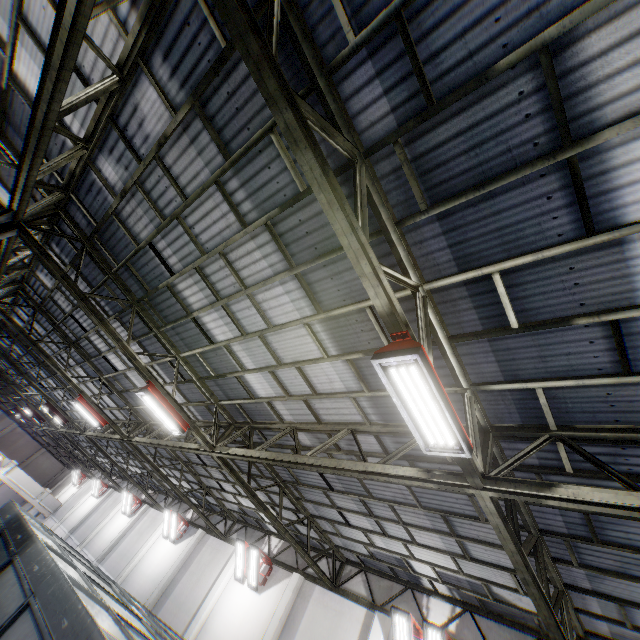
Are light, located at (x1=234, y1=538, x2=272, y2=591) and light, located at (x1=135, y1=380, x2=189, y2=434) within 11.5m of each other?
yes

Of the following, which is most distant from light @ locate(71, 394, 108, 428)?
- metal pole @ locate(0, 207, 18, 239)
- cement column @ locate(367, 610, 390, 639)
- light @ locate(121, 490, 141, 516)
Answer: light @ locate(121, 490, 141, 516)

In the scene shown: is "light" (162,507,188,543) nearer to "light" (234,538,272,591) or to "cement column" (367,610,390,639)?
"light" (234,538,272,591)

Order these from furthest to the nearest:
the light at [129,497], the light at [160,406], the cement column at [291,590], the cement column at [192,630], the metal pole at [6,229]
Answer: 1. the light at [129,497]
2. the cement column at [192,630]
3. the cement column at [291,590]
4. the light at [160,406]
5. the metal pole at [6,229]

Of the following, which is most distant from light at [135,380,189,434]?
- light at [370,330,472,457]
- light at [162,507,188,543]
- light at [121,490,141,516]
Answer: light at [121,490,141,516]

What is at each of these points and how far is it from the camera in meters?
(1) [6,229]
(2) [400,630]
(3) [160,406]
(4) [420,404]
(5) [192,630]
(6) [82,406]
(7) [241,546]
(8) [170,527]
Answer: (1) metal pole, 7.0 m
(2) light, 9.3 m
(3) light, 8.5 m
(4) light, 3.8 m
(5) cement column, 13.2 m
(6) light, 13.4 m
(7) light, 14.5 m
(8) light, 19.0 m

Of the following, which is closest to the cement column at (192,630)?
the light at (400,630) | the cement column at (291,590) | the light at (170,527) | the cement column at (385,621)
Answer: the cement column at (291,590)

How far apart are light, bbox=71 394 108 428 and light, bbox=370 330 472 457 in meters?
14.6
